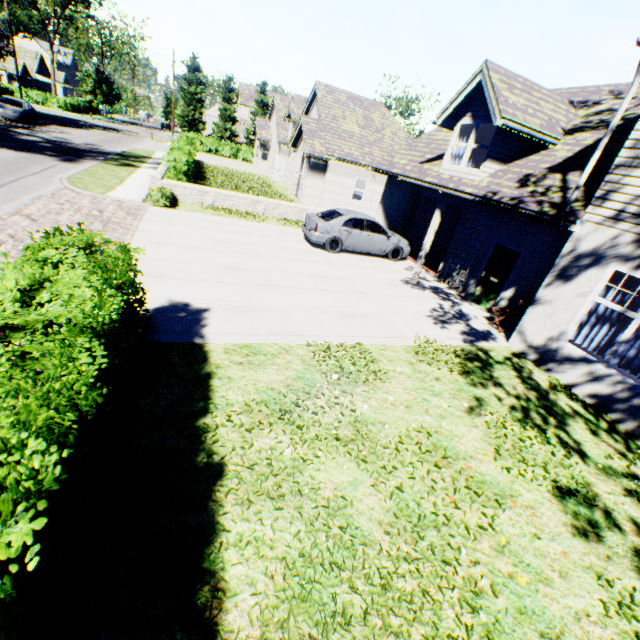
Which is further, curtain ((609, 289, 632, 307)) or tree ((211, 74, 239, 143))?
tree ((211, 74, 239, 143))

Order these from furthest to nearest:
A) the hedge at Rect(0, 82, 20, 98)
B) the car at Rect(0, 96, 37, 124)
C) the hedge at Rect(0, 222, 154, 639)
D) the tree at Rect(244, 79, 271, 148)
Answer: the tree at Rect(244, 79, 271, 148)
the hedge at Rect(0, 82, 20, 98)
the car at Rect(0, 96, 37, 124)
the hedge at Rect(0, 222, 154, 639)

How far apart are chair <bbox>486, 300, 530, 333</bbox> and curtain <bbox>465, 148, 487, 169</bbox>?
4.6 meters

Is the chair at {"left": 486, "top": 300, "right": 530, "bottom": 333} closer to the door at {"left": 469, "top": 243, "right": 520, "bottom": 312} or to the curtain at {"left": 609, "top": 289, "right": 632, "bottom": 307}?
the door at {"left": 469, "top": 243, "right": 520, "bottom": 312}

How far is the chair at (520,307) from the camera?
9.3 meters

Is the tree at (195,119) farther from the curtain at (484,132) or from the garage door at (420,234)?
the curtain at (484,132)

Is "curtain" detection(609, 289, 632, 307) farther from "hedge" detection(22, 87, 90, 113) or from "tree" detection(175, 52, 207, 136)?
"hedge" detection(22, 87, 90, 113)

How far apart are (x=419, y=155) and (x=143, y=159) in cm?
2037
